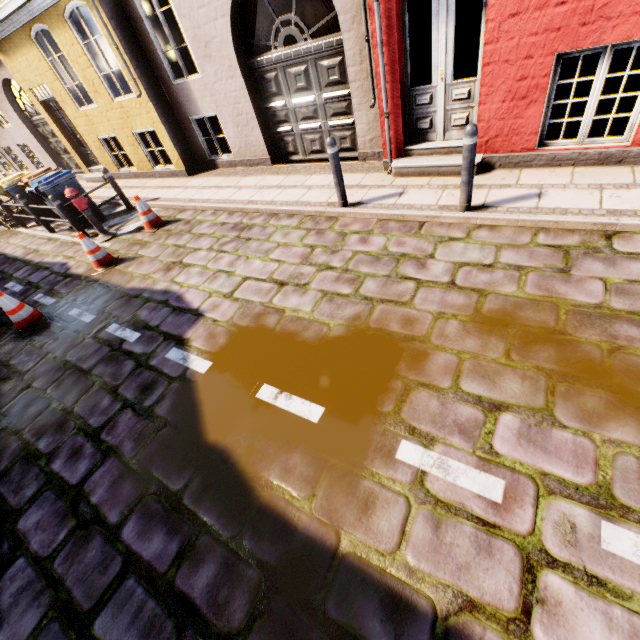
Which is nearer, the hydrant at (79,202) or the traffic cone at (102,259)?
the traffic cone at (102,259)

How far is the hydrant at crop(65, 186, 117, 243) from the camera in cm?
689

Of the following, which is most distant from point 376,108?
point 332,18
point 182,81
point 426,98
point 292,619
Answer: point 292,619

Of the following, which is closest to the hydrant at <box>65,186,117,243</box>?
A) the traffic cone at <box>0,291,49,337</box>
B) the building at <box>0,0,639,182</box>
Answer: the traffic cone at <box>0,291,49,337</box>

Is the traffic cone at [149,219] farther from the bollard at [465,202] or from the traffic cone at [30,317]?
the bollard at [465,202]

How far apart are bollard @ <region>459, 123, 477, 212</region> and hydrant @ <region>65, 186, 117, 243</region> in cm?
753

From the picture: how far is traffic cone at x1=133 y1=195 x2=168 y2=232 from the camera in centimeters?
703cm

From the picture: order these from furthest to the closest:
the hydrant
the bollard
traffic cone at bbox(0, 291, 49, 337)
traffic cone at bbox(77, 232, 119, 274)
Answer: the hydrant < traffic cone at bbox(77, 232, 119, 274) < traffic cone at bbox(0, 291, 49, 337) < the bollard
